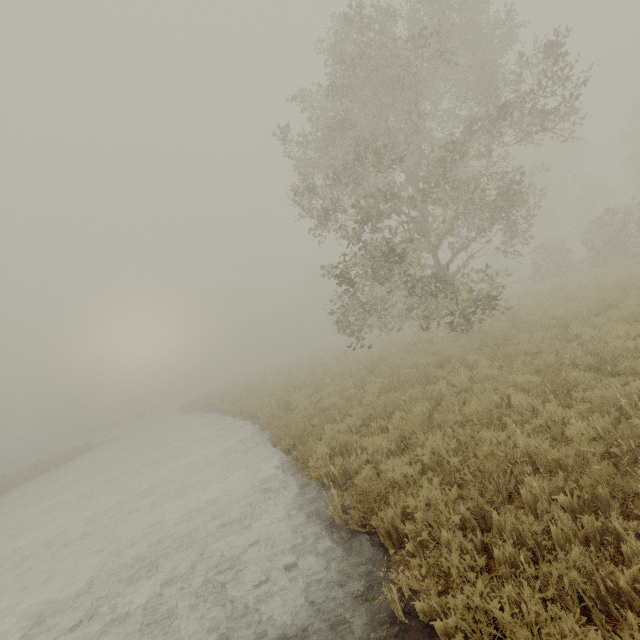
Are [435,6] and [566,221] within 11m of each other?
no
